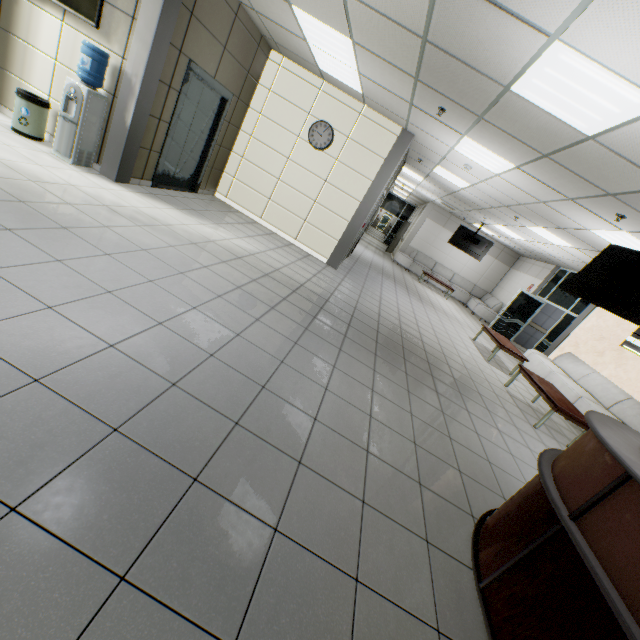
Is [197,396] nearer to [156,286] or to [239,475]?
[239,475]

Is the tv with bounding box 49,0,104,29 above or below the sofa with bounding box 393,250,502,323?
above

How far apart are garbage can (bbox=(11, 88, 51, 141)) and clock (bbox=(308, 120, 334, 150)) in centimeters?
445cm

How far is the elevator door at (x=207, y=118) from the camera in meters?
5.7 m

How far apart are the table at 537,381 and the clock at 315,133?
6.12m

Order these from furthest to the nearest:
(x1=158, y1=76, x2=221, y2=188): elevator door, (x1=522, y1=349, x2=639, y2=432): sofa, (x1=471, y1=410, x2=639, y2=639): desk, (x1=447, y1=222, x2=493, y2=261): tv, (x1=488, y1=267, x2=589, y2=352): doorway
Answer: (x1=447, y1=222, x2=493, y2=261): tv → (x1=488, y1=267, x2=589, y2=352): doorway → (x1=522, y1=349, x2=639, y2=432): sofa → (x1=158, y1=76, x2=221, y2=188): elevator door → (x1=471, y1=410, x2=639, y2=639): desk

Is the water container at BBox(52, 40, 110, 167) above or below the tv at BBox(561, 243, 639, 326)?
below

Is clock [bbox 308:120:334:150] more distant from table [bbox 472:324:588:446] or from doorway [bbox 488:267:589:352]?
doorway [bbox 488:267:589:352]
